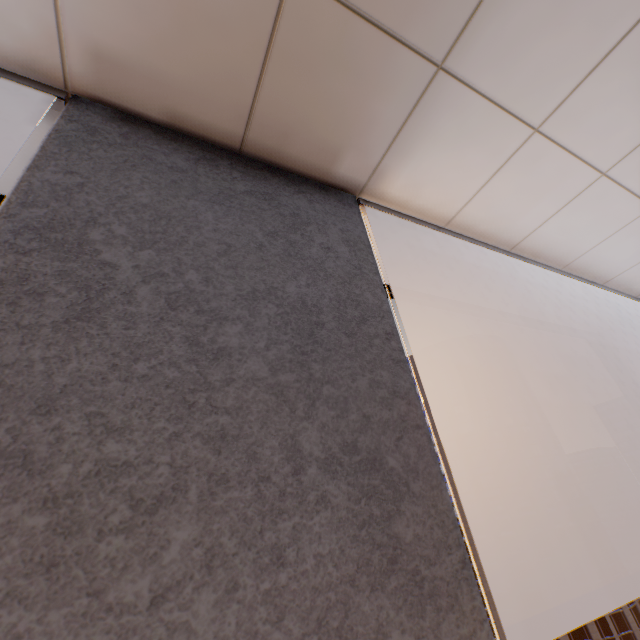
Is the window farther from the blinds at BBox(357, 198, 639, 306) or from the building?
the building

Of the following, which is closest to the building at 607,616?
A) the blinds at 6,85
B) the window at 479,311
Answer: the window at 479,311

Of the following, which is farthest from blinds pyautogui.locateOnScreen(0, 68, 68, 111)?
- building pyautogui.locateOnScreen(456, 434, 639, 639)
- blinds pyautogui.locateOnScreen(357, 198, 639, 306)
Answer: building pyautogui.locateOnScreen(456, 434, 639, 639)

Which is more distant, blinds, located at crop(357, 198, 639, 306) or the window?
the window

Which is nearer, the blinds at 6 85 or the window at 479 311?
the blinds at 6 85

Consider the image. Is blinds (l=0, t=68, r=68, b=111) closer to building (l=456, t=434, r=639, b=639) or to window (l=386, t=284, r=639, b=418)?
window (l=386, t=284, r=639, b=418)

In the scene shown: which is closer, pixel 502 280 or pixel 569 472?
pixel 502 280
